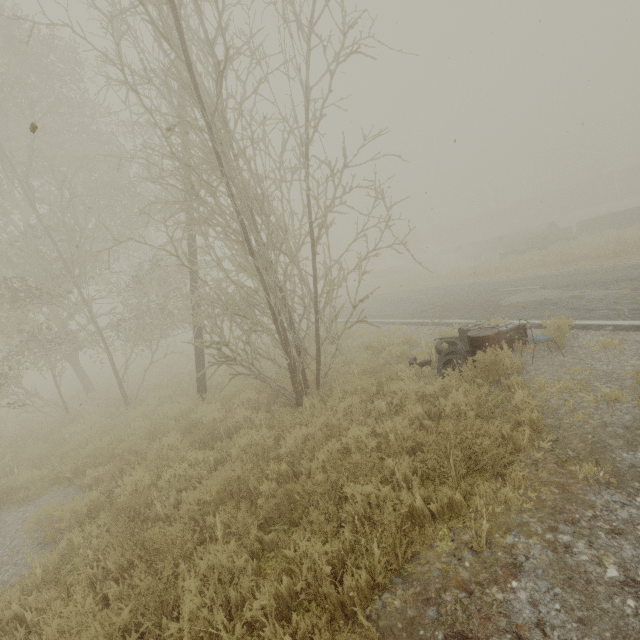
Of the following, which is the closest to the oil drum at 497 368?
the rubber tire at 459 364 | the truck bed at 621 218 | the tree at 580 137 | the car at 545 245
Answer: the rubber tire at 459 364

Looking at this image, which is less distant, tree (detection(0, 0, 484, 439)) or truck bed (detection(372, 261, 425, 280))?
tree (detection(0, 0, 484, 439))

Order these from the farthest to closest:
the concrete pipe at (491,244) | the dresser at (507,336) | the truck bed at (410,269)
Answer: the truck bed at (410,269), the concrete pipe at (491,244), the dresser at (507,336)

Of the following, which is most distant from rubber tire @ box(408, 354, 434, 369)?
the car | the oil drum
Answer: the car

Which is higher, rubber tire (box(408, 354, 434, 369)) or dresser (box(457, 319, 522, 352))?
dresser (box(457, 319, 522, 352))

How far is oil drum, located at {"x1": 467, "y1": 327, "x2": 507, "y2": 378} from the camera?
5.7 meters

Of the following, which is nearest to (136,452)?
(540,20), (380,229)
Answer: (380,229)

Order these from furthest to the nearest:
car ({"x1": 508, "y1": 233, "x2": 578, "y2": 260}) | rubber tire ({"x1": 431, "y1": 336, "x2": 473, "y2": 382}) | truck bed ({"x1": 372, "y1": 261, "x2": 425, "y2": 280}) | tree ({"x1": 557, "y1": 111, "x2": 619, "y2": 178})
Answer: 1. tree ({"x1": 557, "y1": 111, "x2": 619, "y2": 178})
2. truck bed ({"x1": 372, "y1": 261, "x2": 425, "y2": 280})
3. car ({"x1": 508, "y1": 233, "x2": 578, "y2": 260})
4. rubber tire ({"x1": 431, "y1": 336, "x2": 473, "y2": 382})
